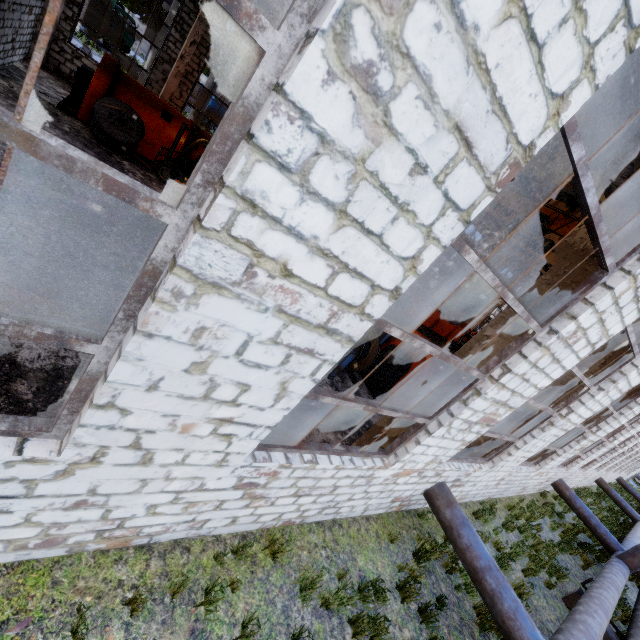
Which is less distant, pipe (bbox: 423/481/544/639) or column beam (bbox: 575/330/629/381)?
pipe (bbox: 423/481/544/639)

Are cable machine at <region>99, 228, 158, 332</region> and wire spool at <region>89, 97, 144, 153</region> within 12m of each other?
yes

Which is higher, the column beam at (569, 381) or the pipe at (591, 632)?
the column beam at (569, 381)

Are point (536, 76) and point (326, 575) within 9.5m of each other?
yes

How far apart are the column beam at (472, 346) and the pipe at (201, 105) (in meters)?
17.49

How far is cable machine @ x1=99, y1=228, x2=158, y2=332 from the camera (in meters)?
5.35

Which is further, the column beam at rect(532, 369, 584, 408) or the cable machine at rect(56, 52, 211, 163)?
the cable machine at rect(56, 52, 211, 163)

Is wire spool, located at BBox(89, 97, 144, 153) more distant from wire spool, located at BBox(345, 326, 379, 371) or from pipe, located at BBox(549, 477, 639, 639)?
pipe, located at BBox(549, 477, 639, 639)
